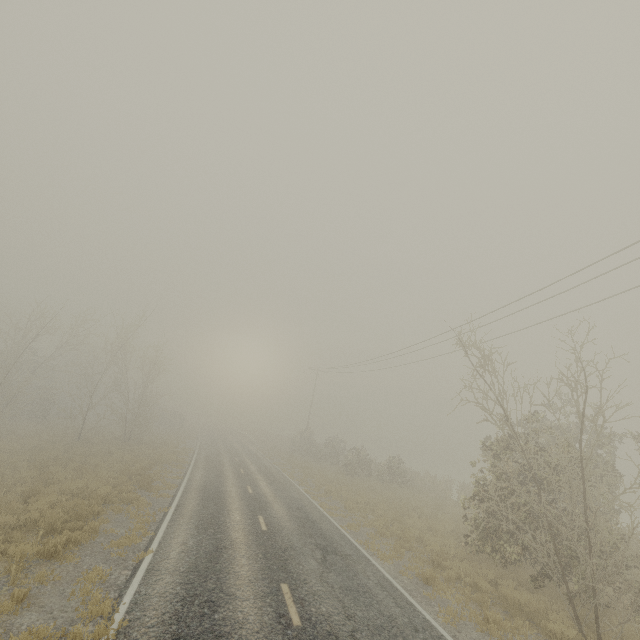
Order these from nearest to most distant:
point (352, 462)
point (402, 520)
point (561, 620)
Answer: point (561, 620)
point (402, 520)
point (352, 462)
